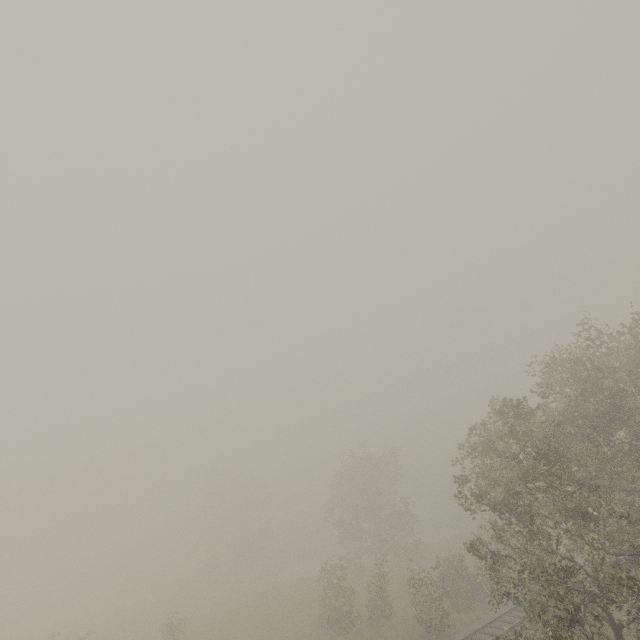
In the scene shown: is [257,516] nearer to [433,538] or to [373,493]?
[373,493]
